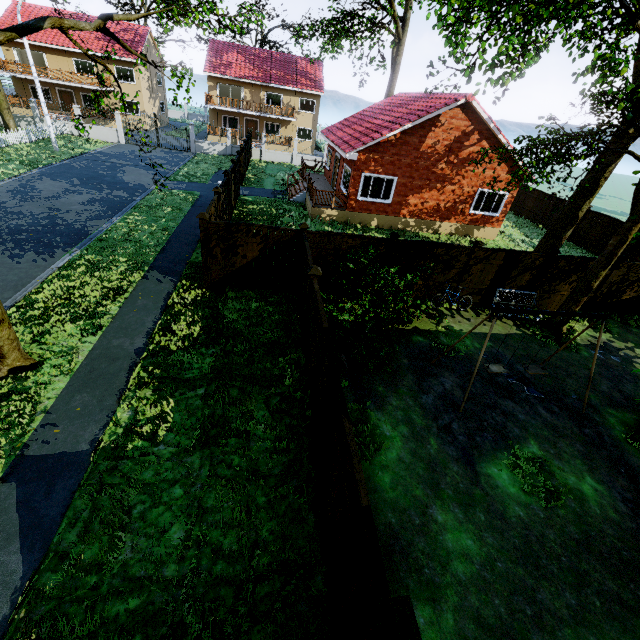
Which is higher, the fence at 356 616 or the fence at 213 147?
the fence at 356 616

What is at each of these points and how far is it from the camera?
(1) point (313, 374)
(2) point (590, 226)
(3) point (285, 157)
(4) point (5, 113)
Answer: (1) fence, 6.84m
(2) fence, 21.22m
(3) fence, 32.62m
(4) tree, 25.12m

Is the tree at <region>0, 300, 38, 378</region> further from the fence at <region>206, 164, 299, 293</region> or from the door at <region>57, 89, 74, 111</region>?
the door at <region>57, 89, 74, 111</region>

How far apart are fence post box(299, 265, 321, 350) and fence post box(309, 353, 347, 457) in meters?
2.8 m

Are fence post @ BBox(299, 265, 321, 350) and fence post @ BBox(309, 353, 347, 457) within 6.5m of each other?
yes

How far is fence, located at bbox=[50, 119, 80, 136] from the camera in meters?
27.4

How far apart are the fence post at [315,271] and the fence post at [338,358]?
2.8m

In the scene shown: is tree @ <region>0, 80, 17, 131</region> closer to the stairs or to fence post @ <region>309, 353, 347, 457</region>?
fence post @ <region>309, 353, 347, 457</region>
